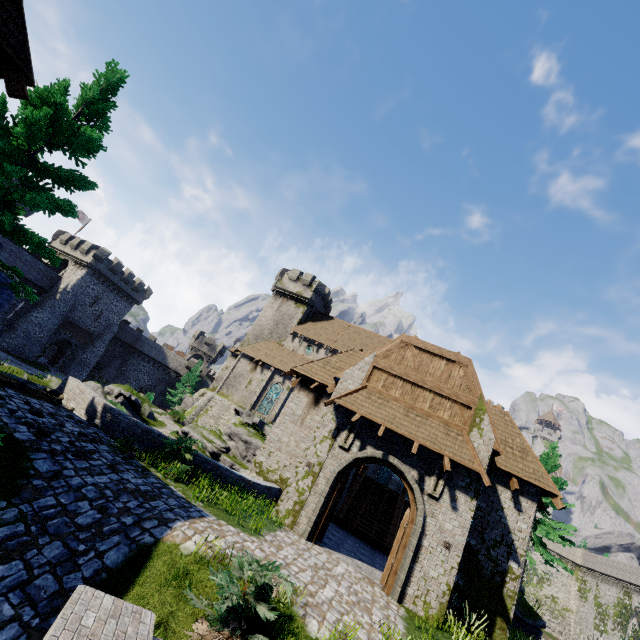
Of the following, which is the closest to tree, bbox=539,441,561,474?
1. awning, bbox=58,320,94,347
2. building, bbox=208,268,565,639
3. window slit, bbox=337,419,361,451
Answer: building, bbox=208,268,565,639

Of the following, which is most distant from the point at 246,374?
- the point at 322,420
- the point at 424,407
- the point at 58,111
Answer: the point at 58,111

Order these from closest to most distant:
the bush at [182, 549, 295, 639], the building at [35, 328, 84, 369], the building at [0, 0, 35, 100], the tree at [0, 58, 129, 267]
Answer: the bush at [182, 549, 295, 639]
the building at [0, 0, 35, 100]
the tree at [0, 58, 129, 267]
the building at [35, 328, 84, 369]

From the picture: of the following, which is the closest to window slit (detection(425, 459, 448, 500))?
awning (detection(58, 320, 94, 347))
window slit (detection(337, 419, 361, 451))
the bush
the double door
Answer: the double door

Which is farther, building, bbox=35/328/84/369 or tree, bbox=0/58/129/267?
building, bbox=35/328/84/369

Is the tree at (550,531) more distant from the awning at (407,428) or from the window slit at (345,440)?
the window slit at (345,440)

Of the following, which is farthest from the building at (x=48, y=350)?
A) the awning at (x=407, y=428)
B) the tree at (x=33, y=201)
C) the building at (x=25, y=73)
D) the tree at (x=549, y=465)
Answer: the tree at (x=549, y=465)

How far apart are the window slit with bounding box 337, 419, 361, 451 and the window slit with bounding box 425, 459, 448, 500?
3.03m
